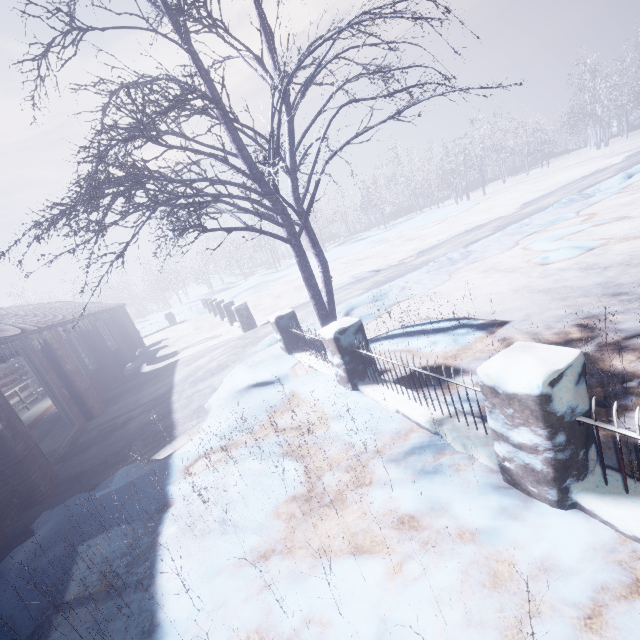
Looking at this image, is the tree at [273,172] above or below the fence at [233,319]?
above

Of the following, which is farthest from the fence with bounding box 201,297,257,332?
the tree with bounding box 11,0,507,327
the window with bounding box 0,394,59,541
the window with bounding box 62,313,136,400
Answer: the window with bounding box 0,394,59,541

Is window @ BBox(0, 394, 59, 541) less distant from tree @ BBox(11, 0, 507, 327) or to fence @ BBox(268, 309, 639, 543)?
tree @ BBox(11, 0, 507, 327)

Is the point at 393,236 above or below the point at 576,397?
below

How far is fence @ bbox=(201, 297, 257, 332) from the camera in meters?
10.3 m

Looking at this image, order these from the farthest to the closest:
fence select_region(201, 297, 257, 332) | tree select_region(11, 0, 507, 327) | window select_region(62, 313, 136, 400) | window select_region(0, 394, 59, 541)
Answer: fence select_region(201, 297, 257, 332) < window select_region(62, 313, 136, 400) < window select_region(0, 394, 59, 541) < tree select_region(11, 0, 507, 327)

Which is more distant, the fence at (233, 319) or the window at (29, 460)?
the fence at (233, 319)

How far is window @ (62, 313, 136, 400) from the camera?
8.8m
